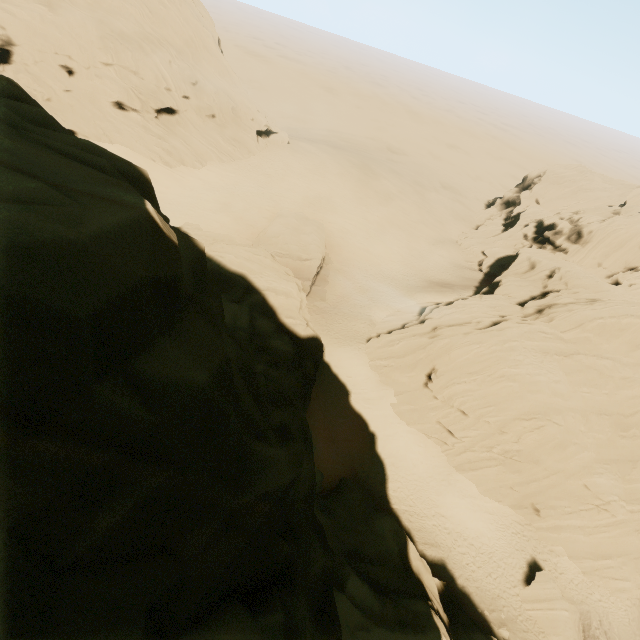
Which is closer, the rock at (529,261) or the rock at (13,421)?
the rock at (13,421)

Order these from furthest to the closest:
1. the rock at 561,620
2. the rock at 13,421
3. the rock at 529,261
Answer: the rock at 529,261 → the rock at 561,620 → the rock at 13,421

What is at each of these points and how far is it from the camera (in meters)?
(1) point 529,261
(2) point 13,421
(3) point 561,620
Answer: (1) rock, 42.84
(2) rock, 2.66
(3) rock, 23.75

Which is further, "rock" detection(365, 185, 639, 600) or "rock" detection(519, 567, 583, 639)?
"rock" detection(365, 185, 639, 600)

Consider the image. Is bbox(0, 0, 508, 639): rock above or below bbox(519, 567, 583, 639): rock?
above

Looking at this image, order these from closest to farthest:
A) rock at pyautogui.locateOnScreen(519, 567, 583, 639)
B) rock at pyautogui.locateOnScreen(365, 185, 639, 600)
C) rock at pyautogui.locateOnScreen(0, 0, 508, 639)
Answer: rock at pyautogui.locateOnScreen(0, 0, 508, 639), rock at pyautogui.locateOnScreen(519, 567, 583, 639), rock at pyautogui.locateOnScreen(365, 185, 639, 600)
